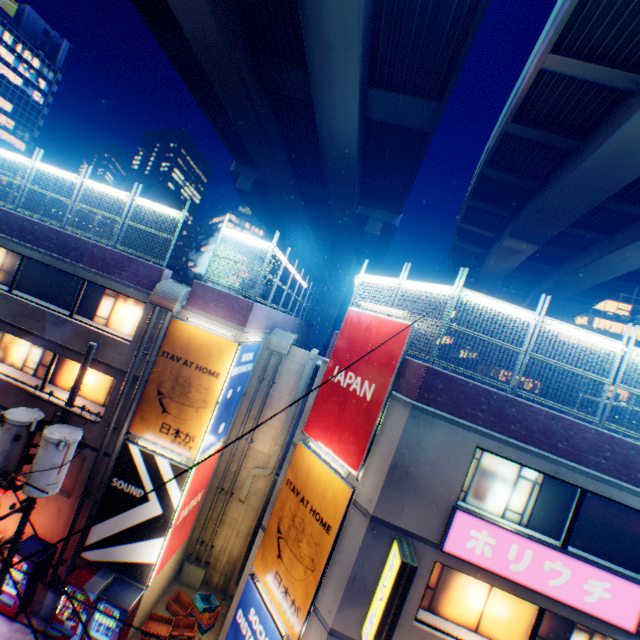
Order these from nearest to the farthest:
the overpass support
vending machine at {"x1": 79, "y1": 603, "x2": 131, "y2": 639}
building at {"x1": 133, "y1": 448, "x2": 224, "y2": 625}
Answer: vending machine at {"x1": 79, "y1": 603, "x2": 131, "y2": 639} → building at {"x1": 133, "y1": 448, "x2": 224, "y2": 625} → the overpass support

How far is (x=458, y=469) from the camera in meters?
8.0 m

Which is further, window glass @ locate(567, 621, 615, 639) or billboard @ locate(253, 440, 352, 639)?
billboard @ locate(253, 440, 352, 639)

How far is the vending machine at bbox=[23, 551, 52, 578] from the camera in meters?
10.7

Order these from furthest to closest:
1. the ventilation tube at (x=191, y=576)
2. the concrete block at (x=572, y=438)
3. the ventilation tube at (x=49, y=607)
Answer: the ventilation tube at (x=191, y=576) < the ventilation tube at (x=49, y=607) < the concrete block at (x=572, y=438)

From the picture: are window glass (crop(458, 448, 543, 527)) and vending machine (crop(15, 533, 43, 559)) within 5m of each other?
no

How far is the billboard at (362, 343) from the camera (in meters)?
9.17

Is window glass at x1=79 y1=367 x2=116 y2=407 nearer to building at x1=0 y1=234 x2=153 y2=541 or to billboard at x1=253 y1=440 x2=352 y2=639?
building at x1=0 y1=234 x2=153 y2=541
